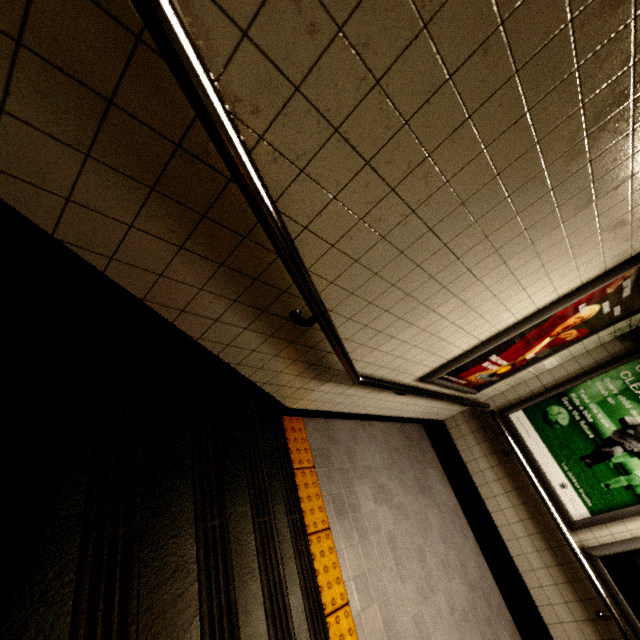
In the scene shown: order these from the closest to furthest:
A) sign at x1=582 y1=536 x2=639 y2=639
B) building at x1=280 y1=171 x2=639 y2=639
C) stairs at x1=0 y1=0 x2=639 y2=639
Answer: stairs at x1=0 y1=0 x2=639 y2=639 < building at x1=280 y1=171 x2=639 y2=639 < sign at x1=582 y1=536 x2=639 y2=639

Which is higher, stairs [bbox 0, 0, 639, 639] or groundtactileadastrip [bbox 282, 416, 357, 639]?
stairs [bbox 0, 0, 639, 639]

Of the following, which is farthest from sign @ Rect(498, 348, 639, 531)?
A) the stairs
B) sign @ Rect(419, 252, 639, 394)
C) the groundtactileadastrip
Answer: the stairs

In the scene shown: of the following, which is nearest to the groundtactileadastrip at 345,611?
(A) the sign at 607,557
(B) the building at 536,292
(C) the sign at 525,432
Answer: (B) the building at 536,292

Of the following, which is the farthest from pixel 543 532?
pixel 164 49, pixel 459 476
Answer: pixel 164 49

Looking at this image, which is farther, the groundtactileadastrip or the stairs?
the groundtactileadastrip

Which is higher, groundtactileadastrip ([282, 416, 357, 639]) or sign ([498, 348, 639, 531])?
sign ([498, 348, 639, 531])

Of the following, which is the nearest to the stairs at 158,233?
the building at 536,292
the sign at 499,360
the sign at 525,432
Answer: the building at 536,292
